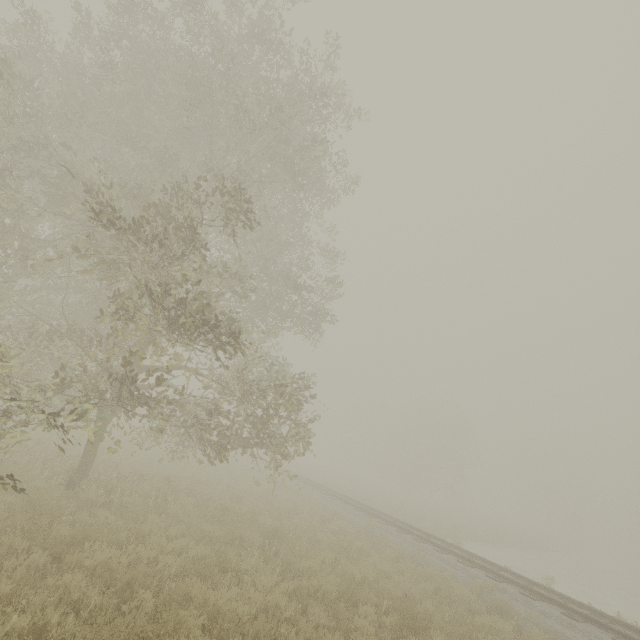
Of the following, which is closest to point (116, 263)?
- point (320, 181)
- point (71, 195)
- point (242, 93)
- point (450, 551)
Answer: point (71, 195)
